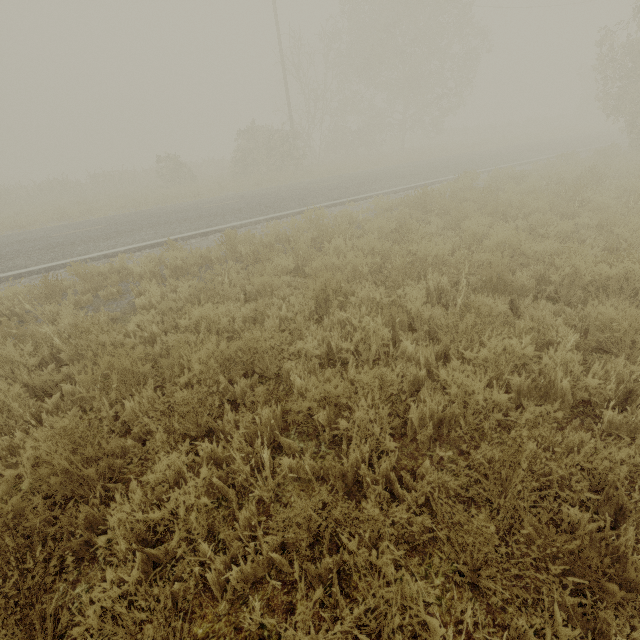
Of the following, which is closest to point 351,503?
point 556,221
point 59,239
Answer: point 556,221
